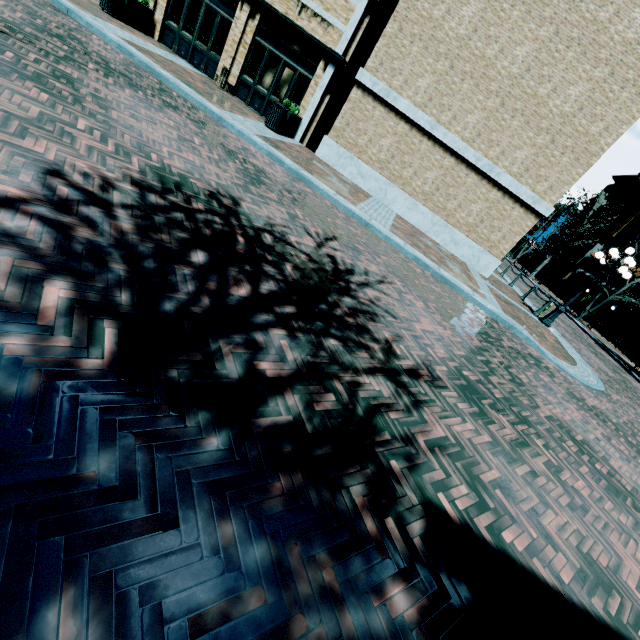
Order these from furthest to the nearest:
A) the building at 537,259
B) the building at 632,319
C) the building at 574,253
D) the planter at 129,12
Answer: the building at 537,259, the building at 574,253, the building at 632,319, the planter at 129,12

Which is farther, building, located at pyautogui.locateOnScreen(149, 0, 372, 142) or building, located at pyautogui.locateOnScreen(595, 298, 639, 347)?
building, located at pyautogui.locateOnScreen(595, 298, 639, 347)

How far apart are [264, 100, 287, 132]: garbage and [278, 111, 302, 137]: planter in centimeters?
9cm

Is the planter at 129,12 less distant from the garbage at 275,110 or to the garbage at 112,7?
the garbage at 112,7

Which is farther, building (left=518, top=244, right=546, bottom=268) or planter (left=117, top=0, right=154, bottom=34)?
building (left=518, top=244, right=546, bottom=268)

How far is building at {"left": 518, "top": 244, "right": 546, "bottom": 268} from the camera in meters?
46.4

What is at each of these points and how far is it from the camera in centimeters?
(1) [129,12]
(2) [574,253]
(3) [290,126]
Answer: (1) planter, 1242cm
(2) building, 4062cm
(3) planter, 1290cm

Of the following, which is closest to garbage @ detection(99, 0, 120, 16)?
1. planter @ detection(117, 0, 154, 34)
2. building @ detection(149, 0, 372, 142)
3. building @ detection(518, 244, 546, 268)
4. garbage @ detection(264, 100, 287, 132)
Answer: planter @ detection(117, 0, 154, 34)
